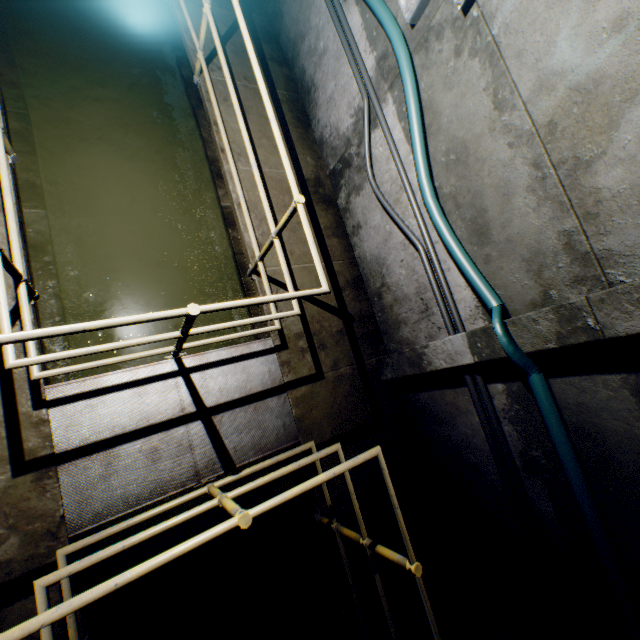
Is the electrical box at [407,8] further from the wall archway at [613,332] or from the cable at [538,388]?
the wall archway at [613,332]

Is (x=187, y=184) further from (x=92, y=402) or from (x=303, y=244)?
(x=92, y=402)

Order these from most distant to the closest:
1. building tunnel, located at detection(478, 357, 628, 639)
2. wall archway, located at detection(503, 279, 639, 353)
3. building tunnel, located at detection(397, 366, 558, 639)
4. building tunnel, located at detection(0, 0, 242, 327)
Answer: building tunnel, located at detection(0, 0, 242, 327)
building tunnel, located at detection(397, 366, 558, 639)
building tunnel, located at detection(478, 357, 628, 639)
wall archway, located at detection(503, 279, 639, 353)

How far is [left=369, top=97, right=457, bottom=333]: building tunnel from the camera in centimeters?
320cm

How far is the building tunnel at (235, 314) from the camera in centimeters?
394cm

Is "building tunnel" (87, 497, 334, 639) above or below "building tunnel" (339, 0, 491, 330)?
below

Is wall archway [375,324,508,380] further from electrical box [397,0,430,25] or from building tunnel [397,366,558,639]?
electrical box [397,0,430,25]
